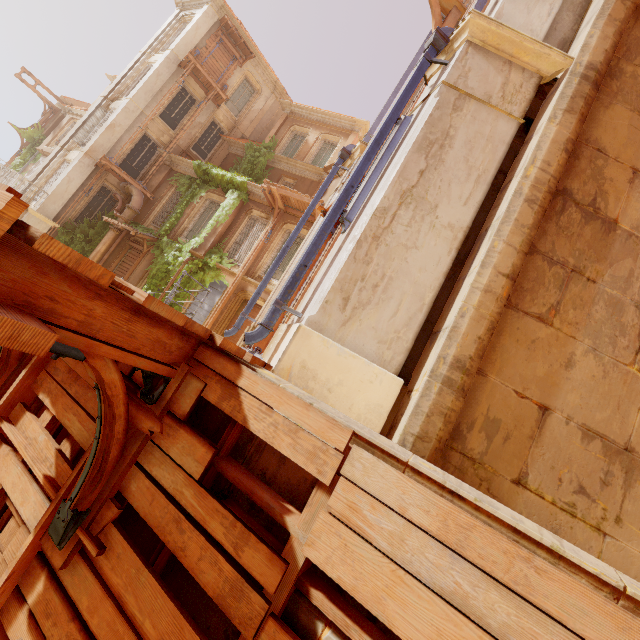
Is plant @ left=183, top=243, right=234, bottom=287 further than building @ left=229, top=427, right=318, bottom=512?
Yes

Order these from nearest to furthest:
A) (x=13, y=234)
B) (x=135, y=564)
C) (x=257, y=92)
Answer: (x=13, y=234) < (x=135, y=564) < (x=257, y=92)

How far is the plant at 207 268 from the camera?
15.3m

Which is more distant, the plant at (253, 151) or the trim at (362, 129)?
the trim at (362, 129)

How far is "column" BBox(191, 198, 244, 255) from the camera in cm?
1567

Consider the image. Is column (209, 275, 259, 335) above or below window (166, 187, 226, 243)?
below

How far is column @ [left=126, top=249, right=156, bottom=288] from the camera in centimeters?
1614cm

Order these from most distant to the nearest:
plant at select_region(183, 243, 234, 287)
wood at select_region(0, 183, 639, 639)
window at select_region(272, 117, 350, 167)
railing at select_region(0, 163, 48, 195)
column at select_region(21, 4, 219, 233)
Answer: window at select_region(272, 117, 350, 167) → column at select_region(21, 4, 219, 233) → plant at select_region(183, 243, 234, 287) → railing at select_region(0, 163, 48, 195) → wood at select_region(0, 183, 639, 639)
